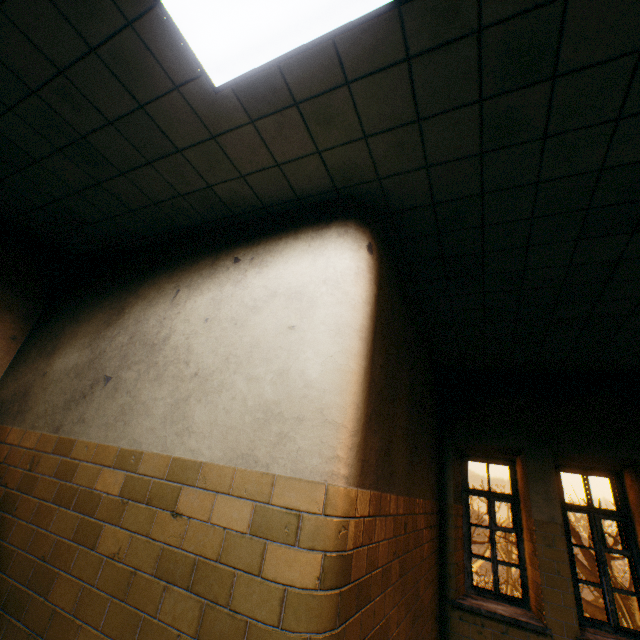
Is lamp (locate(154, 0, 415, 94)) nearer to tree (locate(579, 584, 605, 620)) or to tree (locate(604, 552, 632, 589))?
tree (locate(579, 584, 605, 620))

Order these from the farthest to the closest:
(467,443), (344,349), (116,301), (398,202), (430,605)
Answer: (467,443)
(430,605)
(116,301)
(398,202)
(344,349)

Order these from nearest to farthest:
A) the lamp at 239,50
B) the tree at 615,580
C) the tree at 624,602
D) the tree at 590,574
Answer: the lamp at 239,50, the tree at 624,602, the tree at 615,580, the tree at 590,574

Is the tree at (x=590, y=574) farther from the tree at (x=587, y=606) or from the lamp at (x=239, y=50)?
the tree at (x=587, y=606)

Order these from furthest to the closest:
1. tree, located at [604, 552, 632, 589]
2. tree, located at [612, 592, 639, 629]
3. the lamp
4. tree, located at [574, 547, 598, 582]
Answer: tree, located at [574, 547, 598, 582] < tree, located at [604, 552, 632, 589] < tree, located at [612, 592, 639, 629] < the lamp

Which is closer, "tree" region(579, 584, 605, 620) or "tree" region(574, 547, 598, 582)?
"tree" region(579, 584, 605, 620)

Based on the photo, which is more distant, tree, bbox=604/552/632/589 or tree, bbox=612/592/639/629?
tree, bbox=604/552/632/589

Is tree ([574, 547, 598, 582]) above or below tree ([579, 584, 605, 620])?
above
